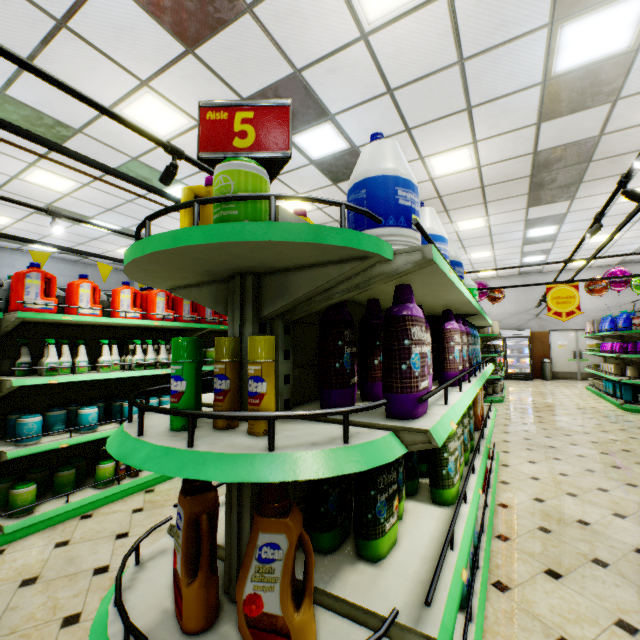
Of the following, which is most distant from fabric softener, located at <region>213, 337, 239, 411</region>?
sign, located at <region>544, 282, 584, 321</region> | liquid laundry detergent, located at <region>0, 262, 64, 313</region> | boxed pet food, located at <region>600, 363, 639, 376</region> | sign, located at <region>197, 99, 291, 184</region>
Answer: boxed pet food, located at <region>600, 363, 639, 376</region>

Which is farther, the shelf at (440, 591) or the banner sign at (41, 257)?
the banner sign at (41, 257)

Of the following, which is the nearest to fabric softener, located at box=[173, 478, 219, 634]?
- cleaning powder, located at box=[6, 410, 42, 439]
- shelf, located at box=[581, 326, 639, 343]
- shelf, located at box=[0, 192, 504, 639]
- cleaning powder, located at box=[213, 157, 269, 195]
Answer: shelf, located at box=[0, 192, 504, 639]

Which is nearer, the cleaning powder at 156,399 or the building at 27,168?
the cleaning powder at 156,399

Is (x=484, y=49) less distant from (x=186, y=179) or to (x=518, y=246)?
(x=186, y=179)

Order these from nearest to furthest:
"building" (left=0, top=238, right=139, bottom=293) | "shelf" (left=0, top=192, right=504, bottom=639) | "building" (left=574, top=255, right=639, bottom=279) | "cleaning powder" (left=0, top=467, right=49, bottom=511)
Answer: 1. "shelf" (left=0, top=192, right=504, bottom=639)
2. "cleaning powder" (left=0, top=467, right=49, bottom=511)
3. "building" (left=0, top=238, right=139, bottom=293)
4. "building" (left=574, top=255, right=639, bottom=279)

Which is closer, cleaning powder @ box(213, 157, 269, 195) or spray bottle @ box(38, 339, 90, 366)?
cleaning powder @ box(213, 157, 269, 195)

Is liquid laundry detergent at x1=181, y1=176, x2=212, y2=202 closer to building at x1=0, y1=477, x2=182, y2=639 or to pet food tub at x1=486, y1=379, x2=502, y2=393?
building at x1=0, y1=477, x2=182, y2=639
